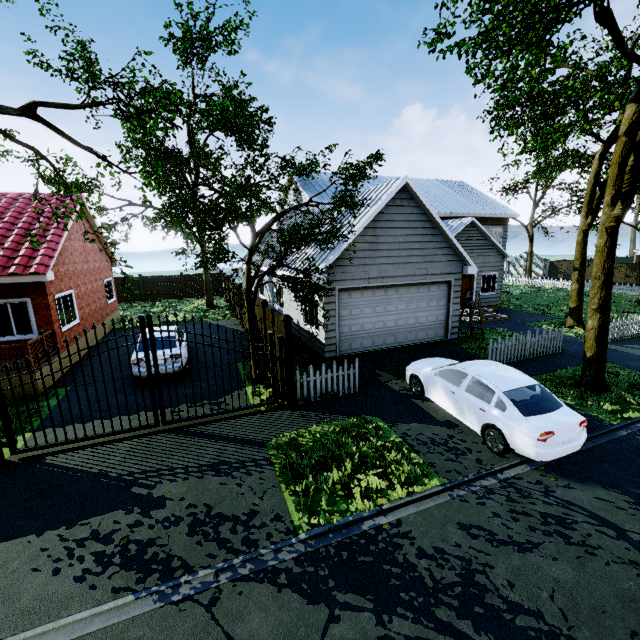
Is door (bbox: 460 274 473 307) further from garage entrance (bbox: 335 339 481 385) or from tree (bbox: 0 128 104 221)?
garage entrance (bbox: 335 339 481 385)

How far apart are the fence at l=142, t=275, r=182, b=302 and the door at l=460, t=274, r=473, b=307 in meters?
22.4 m

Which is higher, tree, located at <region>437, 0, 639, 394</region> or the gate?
tree, located at <region>437, 0, 639, 394</region>

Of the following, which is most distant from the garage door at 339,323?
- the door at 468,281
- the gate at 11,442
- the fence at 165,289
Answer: the fence at 165,289

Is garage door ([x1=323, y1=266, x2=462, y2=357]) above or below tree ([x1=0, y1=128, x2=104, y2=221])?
below

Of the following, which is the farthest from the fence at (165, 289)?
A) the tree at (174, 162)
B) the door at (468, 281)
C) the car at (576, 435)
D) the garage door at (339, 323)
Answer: the car at (576, 435)

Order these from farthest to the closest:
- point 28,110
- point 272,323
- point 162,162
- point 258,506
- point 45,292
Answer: point 162,162
point 45,292
point 272,323
point 28,110
point 258,506

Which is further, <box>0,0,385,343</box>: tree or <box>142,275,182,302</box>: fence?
<box>142,275,182,302</box>: fence
